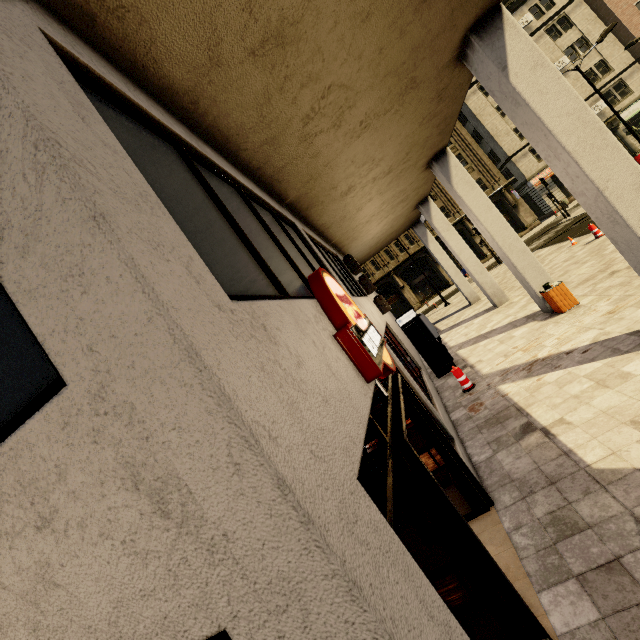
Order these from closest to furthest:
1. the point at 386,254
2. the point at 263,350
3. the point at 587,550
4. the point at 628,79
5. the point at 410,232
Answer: the point at 263,350 < the point at 587,550 < the point at 628,79 < the point at 410,232 < the point at 386,254

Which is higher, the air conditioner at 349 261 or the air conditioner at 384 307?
the air conditioner at 349 261

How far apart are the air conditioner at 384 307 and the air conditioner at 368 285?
0.2 meters

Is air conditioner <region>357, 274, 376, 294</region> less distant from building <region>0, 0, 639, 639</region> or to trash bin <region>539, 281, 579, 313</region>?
building <region>0, 0, 639, 639</region>

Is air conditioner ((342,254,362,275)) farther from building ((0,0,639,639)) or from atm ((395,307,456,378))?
atm ((395,307,456,378))

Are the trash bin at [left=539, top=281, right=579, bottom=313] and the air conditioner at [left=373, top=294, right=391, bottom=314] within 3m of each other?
no

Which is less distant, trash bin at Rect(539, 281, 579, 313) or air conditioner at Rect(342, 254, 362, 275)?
trash bin at Rect(539, 281, 579, 313)

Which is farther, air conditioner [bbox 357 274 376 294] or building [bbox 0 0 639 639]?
air conditioner [bbox 357 274 376 294]
